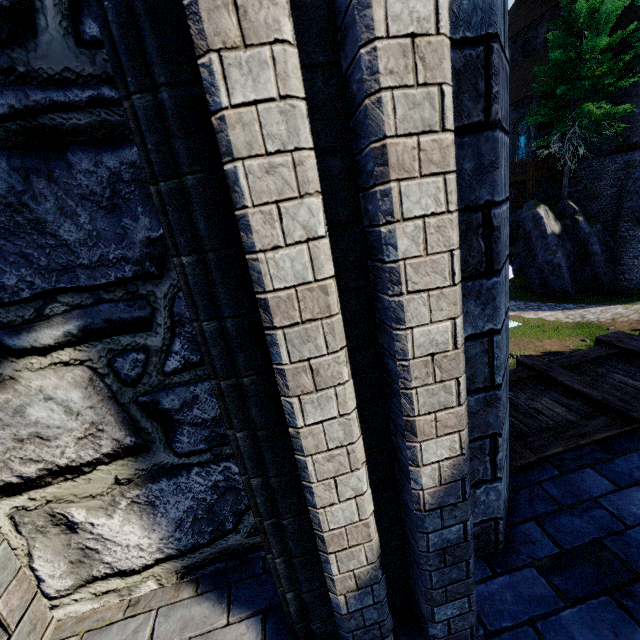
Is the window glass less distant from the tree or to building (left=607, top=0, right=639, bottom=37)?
building (left=607, top=0, right=639, bottom=37)

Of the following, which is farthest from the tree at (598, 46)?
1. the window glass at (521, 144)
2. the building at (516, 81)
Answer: the window glass at (521, 144)

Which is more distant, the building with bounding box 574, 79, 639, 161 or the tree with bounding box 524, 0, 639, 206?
the building with bounding box 574, 79, 639, 161

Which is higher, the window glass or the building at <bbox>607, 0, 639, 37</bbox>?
the building at <bbox>607, 0, 639, 37</bbox>

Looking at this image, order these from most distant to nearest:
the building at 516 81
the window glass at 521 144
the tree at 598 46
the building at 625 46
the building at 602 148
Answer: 1. the window glass at 521 144
2. the building at 516 81
3. the building at 602 148
4. the building at 625 46
5. the tree at 598 46

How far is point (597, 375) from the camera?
2.8m

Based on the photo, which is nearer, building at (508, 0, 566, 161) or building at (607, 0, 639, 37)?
building at (607, 0, 639, 37)

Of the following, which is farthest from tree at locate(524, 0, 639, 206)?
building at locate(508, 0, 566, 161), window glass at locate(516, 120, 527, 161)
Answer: window glass at locate(516, 120, 527, 161)
